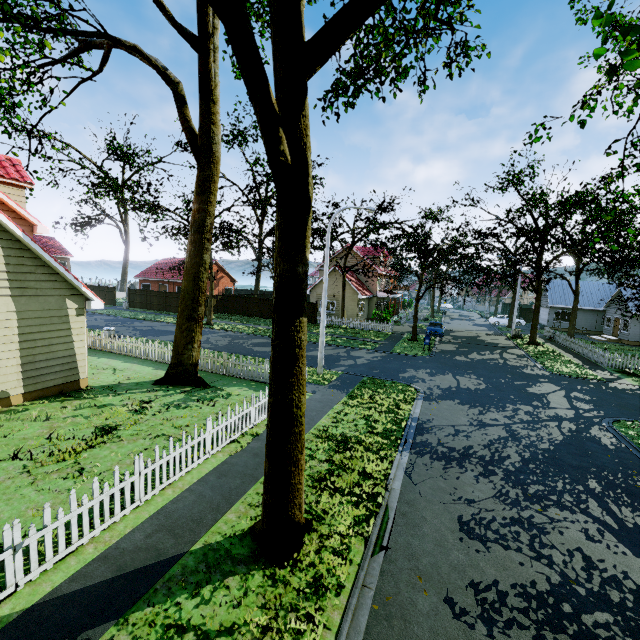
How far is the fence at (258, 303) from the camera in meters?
36.5 m

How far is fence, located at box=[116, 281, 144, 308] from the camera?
39.6 meters

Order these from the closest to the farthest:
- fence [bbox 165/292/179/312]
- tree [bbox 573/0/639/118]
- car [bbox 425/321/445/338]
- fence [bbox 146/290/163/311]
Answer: tree [bbox 573/0/639/118], car [bbox 425/321/445/338], fence [bbox 165/292/179/312], fence [bbox 146/290/163/311]

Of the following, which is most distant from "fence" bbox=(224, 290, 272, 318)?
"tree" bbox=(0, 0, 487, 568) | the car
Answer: the car

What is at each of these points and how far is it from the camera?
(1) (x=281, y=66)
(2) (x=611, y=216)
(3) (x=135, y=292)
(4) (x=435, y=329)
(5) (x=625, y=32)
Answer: (1) tree, 4.96m
(2) tree, 17.91m
(3) fence, 39.91m
(4) car, 31.12m
(5) tree, 4.25m

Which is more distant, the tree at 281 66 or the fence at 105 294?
the fence at 105 294

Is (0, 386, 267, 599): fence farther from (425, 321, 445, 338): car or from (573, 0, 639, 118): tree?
(425, 321, 445, 338): car

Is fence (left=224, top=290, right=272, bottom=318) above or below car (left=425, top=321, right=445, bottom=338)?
above
